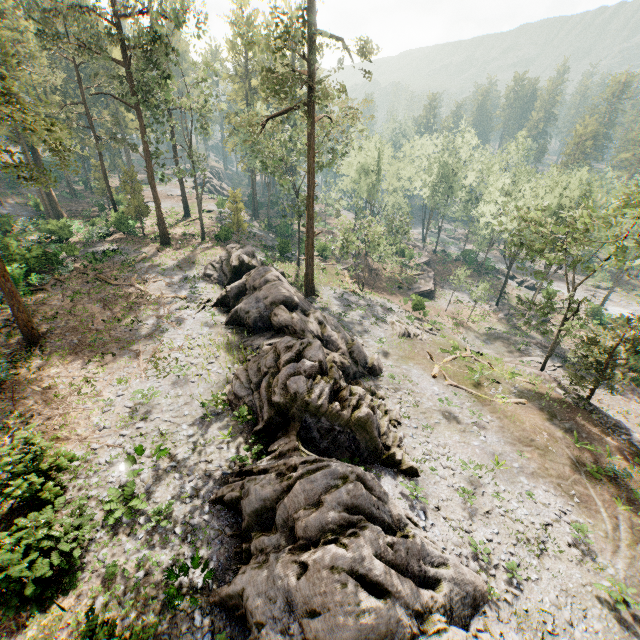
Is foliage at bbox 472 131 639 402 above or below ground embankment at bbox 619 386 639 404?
above

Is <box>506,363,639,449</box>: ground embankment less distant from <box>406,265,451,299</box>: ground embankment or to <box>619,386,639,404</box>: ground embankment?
<box>619,386,639,404</box>: ground embankment

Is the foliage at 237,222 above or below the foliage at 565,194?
below

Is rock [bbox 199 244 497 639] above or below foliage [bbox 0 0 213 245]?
below

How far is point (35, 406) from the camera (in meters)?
16.23

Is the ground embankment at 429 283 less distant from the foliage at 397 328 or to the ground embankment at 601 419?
the foliage at 397 328

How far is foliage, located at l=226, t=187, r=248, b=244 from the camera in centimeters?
3838cm
